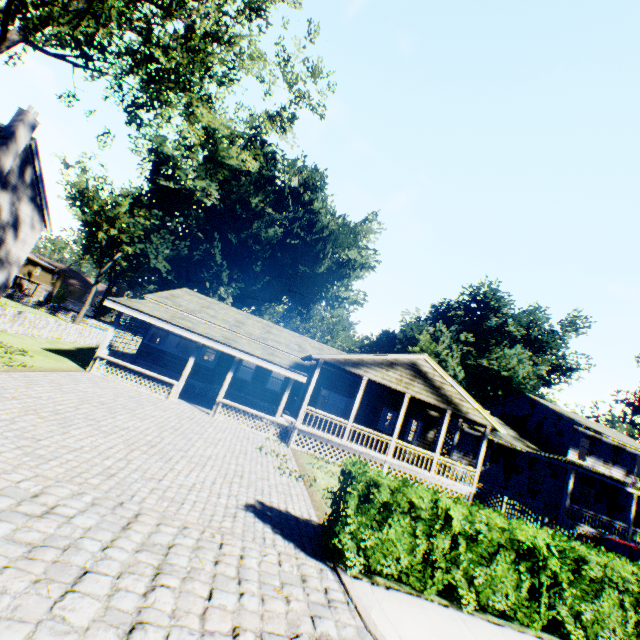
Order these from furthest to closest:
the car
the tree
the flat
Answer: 1. the flat
2. the car
3. the tree

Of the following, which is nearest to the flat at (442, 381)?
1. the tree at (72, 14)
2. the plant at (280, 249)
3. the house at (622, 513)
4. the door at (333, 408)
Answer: the house at (622, 513)

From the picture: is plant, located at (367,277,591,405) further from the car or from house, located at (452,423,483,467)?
the car

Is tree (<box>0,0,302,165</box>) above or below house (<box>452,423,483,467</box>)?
above

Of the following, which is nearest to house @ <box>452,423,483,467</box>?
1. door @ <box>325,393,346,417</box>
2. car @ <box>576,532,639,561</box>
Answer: car @ <box>576,532,639,561</box>

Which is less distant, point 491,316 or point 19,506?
point 19,506

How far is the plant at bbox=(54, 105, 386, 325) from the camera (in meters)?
38.75

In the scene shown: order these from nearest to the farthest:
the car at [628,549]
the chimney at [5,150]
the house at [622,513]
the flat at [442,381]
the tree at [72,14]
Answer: the tree at [72,14]
the car at [628,549]
the flat at [442,381]
the chimney at [5,150]
the house at [622,513]
